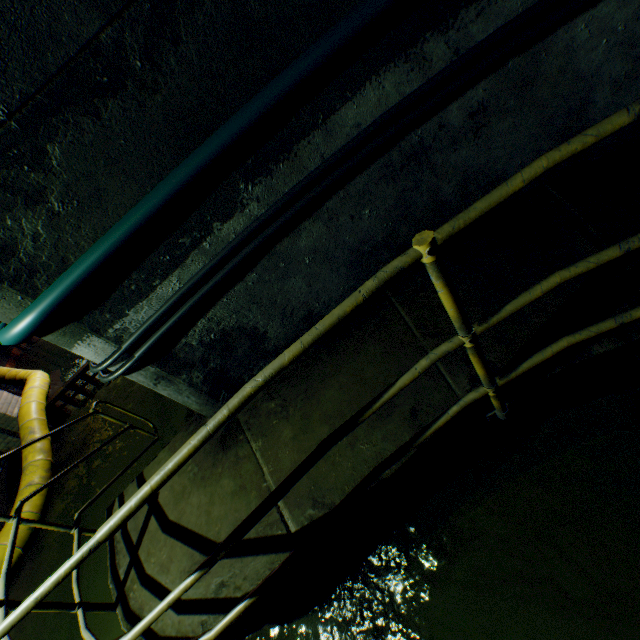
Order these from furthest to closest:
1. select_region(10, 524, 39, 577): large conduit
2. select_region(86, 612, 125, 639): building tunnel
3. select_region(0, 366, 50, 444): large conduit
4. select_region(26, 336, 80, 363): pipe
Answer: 1. select_region(26, 336, 80, 363): pipe
2. select_region(0, 366, 50, 444): large conduit
3. select_region(10, 524, 39, 577): large conduit
4. select_region(86, 612, 125, 639): building tunnel

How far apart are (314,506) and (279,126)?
2.32m

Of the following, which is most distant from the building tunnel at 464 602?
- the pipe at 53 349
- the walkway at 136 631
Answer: the pipe at 53 349

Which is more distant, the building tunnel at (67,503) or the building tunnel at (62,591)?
the building tunnel at (67,503)

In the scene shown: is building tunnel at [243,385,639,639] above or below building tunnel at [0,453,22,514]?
below

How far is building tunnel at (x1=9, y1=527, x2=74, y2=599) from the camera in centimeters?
432cm

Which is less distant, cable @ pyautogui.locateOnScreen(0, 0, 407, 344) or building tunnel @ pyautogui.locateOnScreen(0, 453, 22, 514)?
cable @ pyautogui.locateOnScreen(0, 0, 407, 344)

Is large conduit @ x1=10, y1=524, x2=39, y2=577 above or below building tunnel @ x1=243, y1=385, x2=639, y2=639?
above
